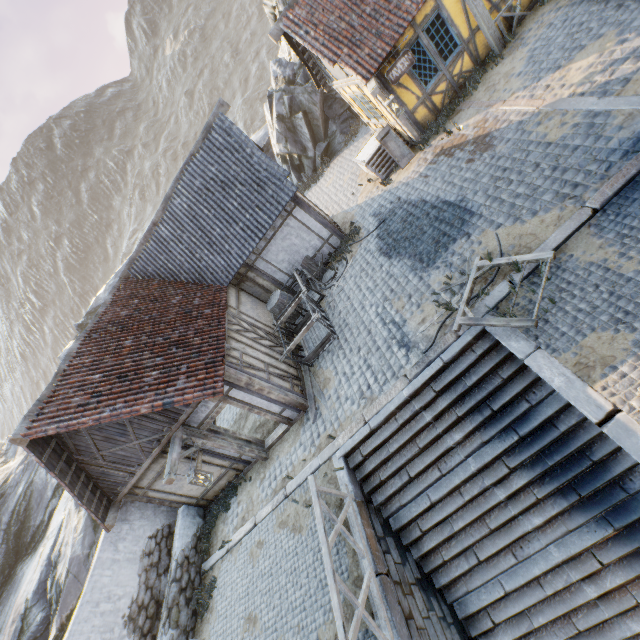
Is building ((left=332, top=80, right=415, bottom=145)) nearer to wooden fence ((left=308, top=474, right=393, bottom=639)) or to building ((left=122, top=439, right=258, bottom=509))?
building ((left=122, top=439, right=258, bottom=509))

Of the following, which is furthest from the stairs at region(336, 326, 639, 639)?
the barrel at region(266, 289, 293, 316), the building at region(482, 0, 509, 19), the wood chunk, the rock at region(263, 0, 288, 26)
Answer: the building at region(482, 0, 509, 19)

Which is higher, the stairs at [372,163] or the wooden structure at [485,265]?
the stairs at [372,163]

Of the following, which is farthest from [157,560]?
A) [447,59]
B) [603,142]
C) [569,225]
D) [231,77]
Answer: [231,77]

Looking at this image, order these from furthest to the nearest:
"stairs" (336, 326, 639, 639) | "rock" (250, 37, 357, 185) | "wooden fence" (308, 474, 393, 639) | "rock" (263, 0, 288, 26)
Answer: "rock" (250, 37, 357, 185) < "rock" (263, 0, 288, 26) < "stairs" (336, 326, 639, 639) < "wooden fence" (308, 474, 393, 639)

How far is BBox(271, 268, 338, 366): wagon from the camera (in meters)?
9.91

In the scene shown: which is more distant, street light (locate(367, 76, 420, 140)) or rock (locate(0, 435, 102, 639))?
rock (locate(0, 435, 102, 639))

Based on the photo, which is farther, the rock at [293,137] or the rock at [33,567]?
the rock at [293,137]
